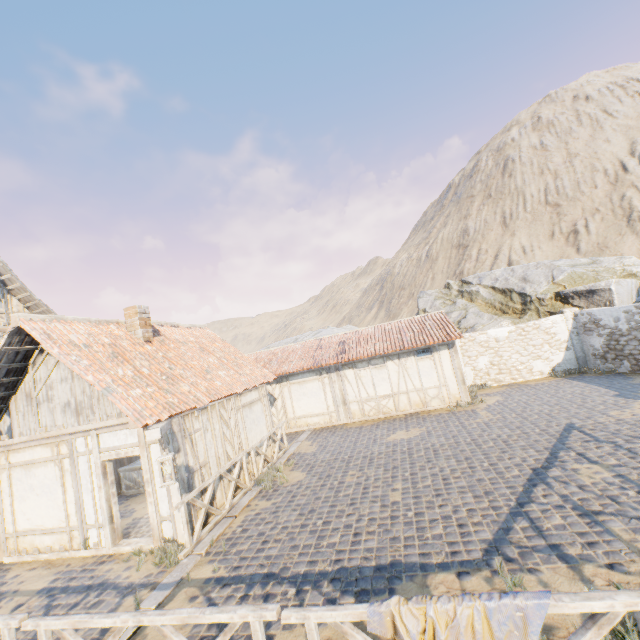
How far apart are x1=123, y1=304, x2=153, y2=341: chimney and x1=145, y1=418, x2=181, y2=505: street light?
3.5m

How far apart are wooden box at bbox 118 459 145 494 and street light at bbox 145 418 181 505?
5.1 meters

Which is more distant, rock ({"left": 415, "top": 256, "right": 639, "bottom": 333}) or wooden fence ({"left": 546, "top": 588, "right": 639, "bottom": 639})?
rock ({"left": 415, "top": 256, "right": 639, "bottom": 333})

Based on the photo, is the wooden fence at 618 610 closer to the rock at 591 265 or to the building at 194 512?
the building at 194 512

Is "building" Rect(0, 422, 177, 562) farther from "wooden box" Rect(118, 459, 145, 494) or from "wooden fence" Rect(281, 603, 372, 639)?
"wooden fence" Rect(281, 603, 372, 639)

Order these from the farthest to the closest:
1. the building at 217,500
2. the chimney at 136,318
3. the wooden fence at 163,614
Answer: the chimney at 136,318 < the building at 217,500 < the wooden fence at 163,614

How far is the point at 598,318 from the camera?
15.1 meters

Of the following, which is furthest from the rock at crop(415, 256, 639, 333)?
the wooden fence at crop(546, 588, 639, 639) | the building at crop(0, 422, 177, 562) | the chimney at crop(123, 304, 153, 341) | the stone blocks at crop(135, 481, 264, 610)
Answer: the chimney at crop(123, 304, 153, 341)
